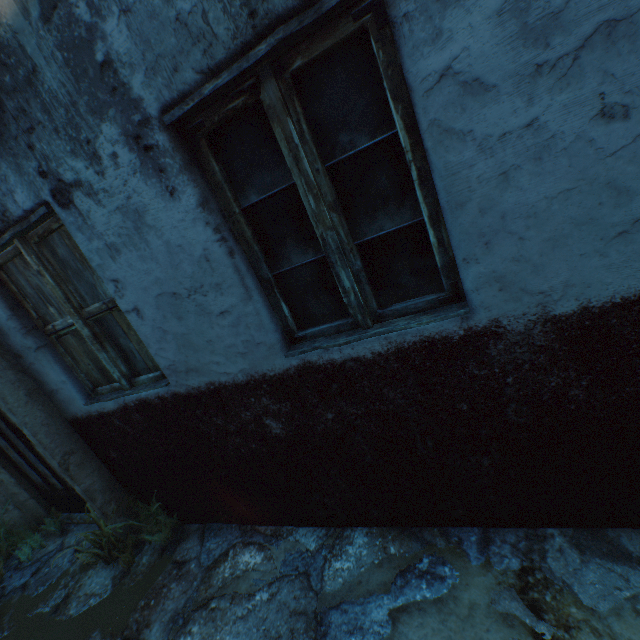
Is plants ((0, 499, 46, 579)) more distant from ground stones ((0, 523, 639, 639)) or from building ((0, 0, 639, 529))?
building ((0, 0, 639, 529))

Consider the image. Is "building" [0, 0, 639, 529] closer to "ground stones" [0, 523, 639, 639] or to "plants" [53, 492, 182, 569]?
"ground stones" [0, 523, 639, 639]

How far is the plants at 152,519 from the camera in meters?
2.9

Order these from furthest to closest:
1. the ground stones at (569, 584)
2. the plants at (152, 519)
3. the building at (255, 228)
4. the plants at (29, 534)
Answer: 1. the plants at (29, 534)
2. the plants at (152, 519)
3. the ground stones at (569, 584)
4. the building at (255, 228)

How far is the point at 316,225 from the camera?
1.6 meters

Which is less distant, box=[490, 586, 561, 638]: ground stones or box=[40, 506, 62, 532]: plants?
box=[490, 586, 561, 638]: ground stones

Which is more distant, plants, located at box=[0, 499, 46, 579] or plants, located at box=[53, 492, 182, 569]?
plants, located at box=[0, 499, 46, 579]
